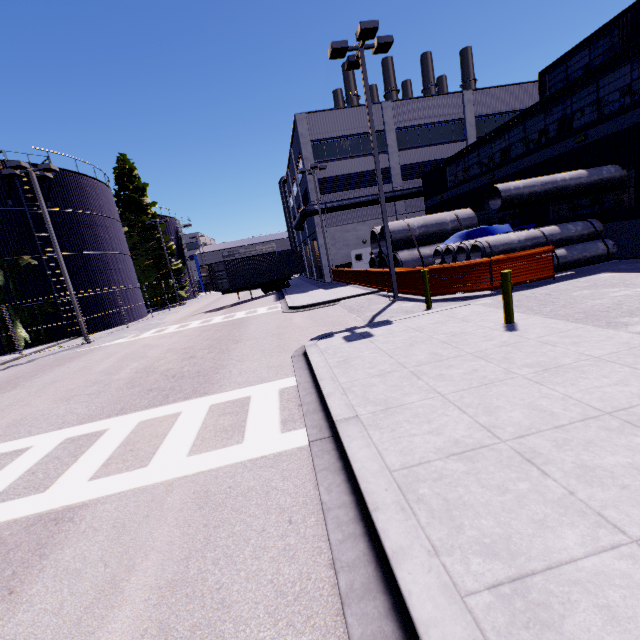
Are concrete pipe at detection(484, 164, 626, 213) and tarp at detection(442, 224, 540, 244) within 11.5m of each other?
yes

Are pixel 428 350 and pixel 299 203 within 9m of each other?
no

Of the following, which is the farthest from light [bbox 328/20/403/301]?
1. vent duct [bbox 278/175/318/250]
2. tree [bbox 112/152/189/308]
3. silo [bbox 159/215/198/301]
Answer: silo [bbox 159/215/198/301]

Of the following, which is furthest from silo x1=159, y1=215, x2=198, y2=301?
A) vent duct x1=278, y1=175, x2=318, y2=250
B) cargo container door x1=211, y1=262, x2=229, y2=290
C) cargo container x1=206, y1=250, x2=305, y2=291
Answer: cargo container door x1=211, y1=262, x2=229, y2=290

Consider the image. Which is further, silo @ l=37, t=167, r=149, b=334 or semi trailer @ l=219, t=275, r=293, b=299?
semi trailer @ l=219, t=275, r=293, b=299

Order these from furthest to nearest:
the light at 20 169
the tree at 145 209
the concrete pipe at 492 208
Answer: the tree at 145 209, the light at 20 169, the concrete pipe at 492 208

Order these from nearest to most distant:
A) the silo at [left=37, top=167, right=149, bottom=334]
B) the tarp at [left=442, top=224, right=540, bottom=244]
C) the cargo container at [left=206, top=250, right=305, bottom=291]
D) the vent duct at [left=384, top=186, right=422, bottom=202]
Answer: the tarp at [left=442, top=224, right=540, bottom=244]
the silo at [left=37, top=167, right=149, bottom=334]
the cargo container at [left=206, top=250, right=305, bottom=291]
the vent duct at [left=384, top=186, right=422, bottom=202]

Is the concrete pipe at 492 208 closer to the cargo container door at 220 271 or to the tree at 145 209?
the tree at 145 209
